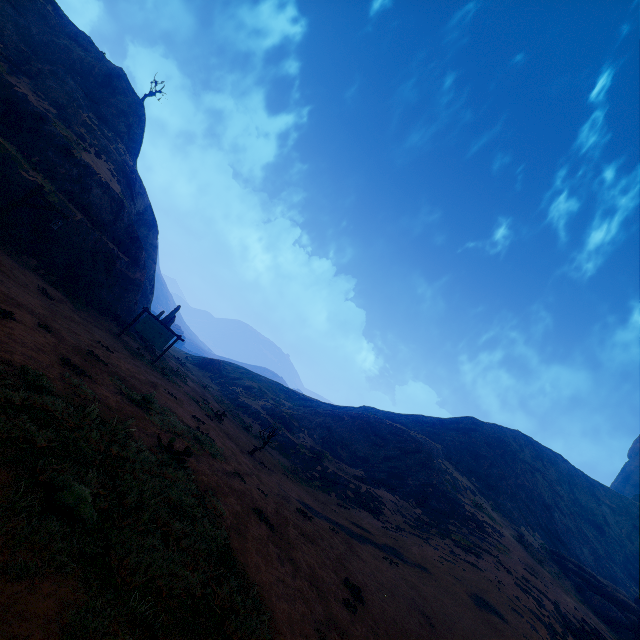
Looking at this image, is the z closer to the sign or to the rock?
the sign

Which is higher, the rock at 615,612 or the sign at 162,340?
the rock at 615,612

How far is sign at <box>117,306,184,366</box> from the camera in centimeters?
1806cm

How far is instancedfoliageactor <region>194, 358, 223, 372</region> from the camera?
48.4 meters

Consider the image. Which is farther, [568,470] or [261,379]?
[261,379]

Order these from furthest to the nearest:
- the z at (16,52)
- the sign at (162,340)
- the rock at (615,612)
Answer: the rock at (615,612) → the sign at (162,340) → the z at (16,52)

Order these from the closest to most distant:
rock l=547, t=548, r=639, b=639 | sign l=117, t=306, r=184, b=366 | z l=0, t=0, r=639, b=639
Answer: z l=0, t=0, r=639, b=639
sign l=117, t=306, r=184, b=366
rock l=547, t=548, r=639, b=639

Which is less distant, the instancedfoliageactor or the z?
the z
